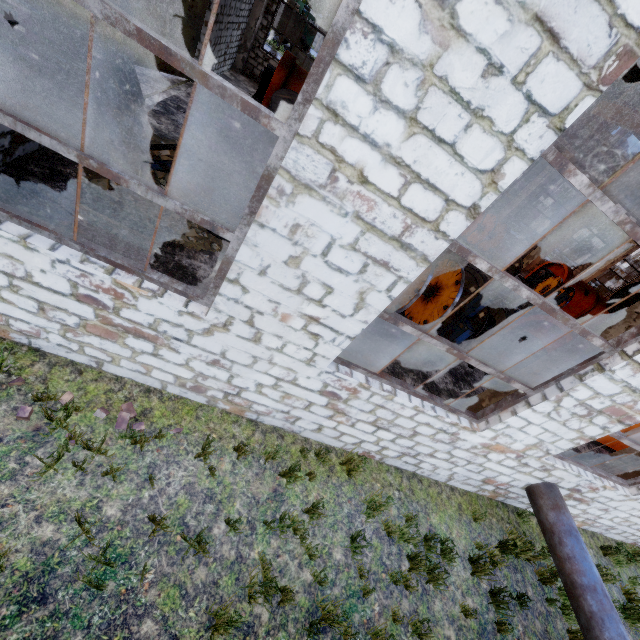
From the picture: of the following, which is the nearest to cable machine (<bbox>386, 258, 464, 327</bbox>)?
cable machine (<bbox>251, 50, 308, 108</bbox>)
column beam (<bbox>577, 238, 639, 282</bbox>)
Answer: cable machine (<bbox>251, 50, 308, 108</bbox>)

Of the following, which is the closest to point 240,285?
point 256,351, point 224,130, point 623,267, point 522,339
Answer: point 256,351

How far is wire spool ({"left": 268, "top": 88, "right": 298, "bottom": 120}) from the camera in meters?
12.8

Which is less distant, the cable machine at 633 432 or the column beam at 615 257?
the cable machine at 633 432

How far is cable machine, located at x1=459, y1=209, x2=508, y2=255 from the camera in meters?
17.6 m

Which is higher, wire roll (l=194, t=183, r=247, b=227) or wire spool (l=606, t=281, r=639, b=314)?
wire spool (l=606, t=281, r=639, b=314)

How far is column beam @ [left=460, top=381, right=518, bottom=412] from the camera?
5.77m

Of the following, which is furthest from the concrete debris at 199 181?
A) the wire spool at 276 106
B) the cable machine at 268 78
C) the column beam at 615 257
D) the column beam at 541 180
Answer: the column beam at 615 257
